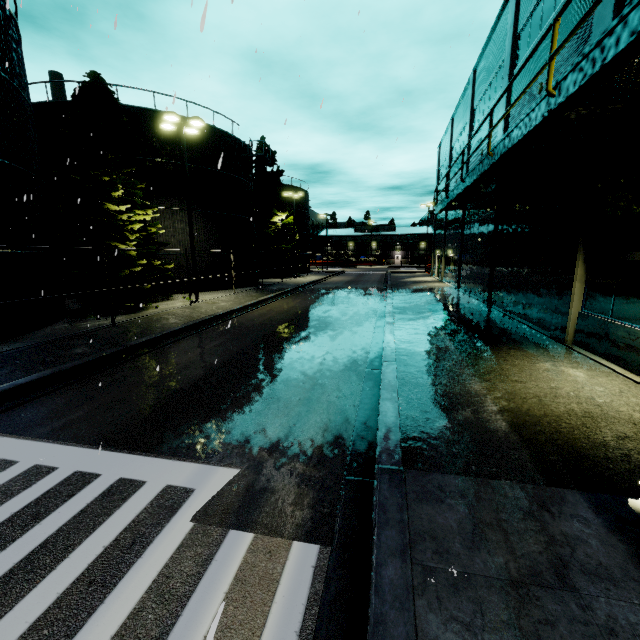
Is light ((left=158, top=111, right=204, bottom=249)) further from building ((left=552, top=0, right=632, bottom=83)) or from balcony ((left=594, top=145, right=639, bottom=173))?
building ((left=552, top=0, right=632, bottom=83))

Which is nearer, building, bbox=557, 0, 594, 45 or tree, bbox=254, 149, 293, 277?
building, bbox=557, 0, 594, 45

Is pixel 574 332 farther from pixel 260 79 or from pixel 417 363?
pixel 260 79

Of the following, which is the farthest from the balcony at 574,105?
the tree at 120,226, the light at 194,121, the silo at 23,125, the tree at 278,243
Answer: the tree at 278,243

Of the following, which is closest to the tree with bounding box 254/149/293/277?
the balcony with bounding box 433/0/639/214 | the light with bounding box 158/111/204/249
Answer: the light with bounding box 158/111/204/249

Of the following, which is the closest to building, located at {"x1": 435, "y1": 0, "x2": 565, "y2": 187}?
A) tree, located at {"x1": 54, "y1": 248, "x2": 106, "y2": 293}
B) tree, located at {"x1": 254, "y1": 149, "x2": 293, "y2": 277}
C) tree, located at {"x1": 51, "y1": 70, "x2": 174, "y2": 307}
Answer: tree, located at {"x1": 254, "y1": 149, "x2": 293, "y2": 277}

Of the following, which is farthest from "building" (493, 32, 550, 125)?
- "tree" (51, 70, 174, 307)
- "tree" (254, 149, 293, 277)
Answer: "tree" (51, 70, 174, 307)

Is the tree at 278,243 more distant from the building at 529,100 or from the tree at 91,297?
the tree at 91,297
